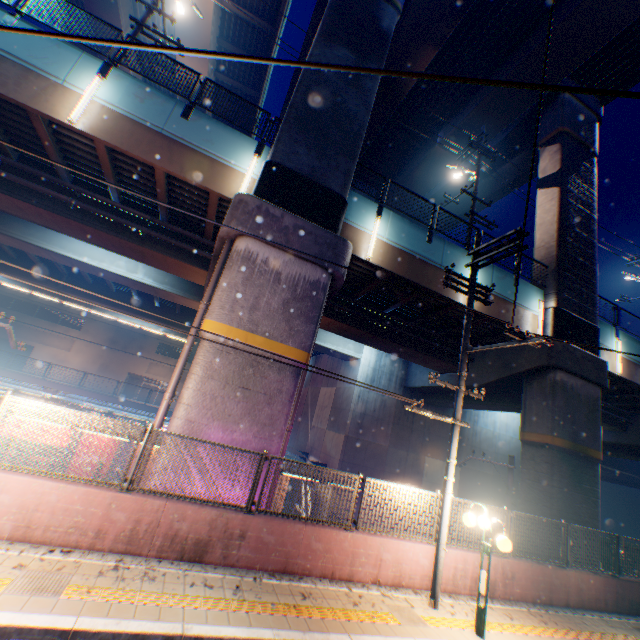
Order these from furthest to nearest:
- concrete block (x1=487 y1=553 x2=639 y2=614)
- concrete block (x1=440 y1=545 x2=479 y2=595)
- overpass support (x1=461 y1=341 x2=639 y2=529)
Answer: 1. overpass support (x1=461 y1=341 x2=639 y2=529)
2. concrete block (x1=487 y1=553 x2=639 y2=614)
3. concrete block (x1=440 y1=545 x2=479 y2=595)

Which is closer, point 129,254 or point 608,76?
point 129,254

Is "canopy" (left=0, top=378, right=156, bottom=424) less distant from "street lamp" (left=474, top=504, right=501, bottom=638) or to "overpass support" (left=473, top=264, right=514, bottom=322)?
"overpass support" (left=473, top=264, right=514, bottom=322)

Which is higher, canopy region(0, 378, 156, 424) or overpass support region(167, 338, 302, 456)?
overpass support region(167, 338, 302, 456)

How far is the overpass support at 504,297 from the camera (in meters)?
13.97

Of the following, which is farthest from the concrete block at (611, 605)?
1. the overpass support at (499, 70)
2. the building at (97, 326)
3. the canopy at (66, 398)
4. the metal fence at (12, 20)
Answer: the building at (97, 326)

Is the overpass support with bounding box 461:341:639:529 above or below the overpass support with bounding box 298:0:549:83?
below
